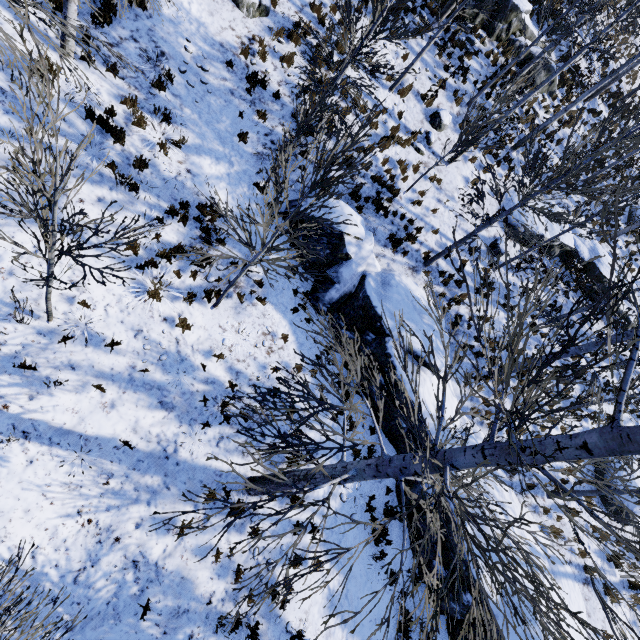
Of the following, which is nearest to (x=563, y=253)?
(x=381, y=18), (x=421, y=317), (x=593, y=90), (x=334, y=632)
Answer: (x=593, y=90)

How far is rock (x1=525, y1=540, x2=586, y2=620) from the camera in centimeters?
983cm

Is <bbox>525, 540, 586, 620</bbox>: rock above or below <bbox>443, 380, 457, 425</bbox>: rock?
above

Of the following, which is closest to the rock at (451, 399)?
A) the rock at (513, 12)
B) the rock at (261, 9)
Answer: the rock at (261, 9)

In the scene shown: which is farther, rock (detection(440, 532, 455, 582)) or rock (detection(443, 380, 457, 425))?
rock (detection(443, 380, 457, 425))

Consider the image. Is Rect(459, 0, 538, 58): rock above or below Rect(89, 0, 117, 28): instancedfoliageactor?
above

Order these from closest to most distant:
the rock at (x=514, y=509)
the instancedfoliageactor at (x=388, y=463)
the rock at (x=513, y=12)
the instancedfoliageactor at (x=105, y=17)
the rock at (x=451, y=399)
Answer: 1. the instancedfoliageactor at (x=388, y=463)
2. the instancedfoliageactor at (x=105, y=17)
3. the rock at (x=514, y=509)
4. the rock at (x=451, y=399)
5. the rock at (x=513, y=12)

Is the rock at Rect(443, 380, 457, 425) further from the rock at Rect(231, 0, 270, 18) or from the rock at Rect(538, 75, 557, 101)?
the rock at Rect(538, 75, 557, 101)
